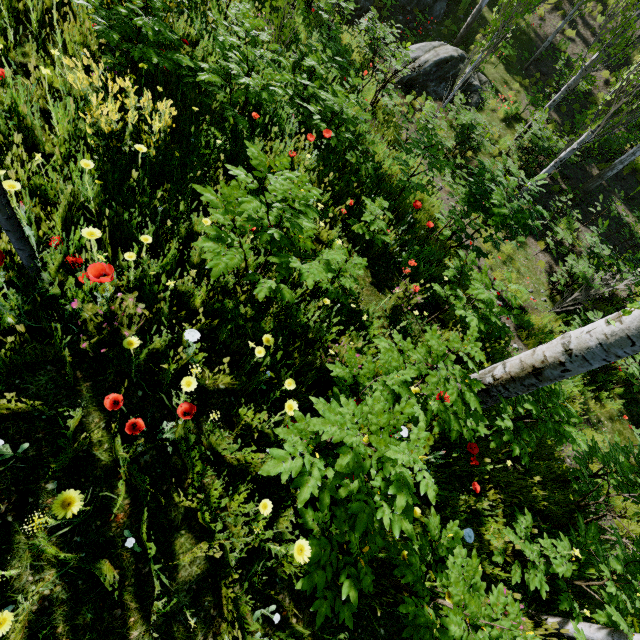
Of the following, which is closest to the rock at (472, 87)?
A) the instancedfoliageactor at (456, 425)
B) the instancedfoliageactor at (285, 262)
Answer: the instancedfoliageactor at (456, 425)

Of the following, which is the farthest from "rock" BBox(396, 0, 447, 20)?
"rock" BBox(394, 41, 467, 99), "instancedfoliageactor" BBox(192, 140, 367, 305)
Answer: "instancedfoliageactor" BBox(192, 140, 367, 305)

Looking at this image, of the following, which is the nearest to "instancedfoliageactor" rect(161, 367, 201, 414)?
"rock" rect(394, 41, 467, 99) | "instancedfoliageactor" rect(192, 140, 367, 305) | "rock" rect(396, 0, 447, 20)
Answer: "instancedfoliageactor" rect(192, 140, 367, 305)

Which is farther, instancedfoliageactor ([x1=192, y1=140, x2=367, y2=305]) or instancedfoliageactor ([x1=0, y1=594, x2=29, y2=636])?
instancedfoliageactor ([x1=192, y1=140, x2=367, y2=305])

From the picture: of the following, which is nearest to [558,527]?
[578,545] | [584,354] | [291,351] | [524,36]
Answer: [578,545]

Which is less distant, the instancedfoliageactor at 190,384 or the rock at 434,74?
the instancedfoliageactor at 190,384

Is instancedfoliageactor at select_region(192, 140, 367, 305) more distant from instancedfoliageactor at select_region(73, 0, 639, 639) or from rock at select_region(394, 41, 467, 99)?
rock at select_region(394, 41, 467, 99)

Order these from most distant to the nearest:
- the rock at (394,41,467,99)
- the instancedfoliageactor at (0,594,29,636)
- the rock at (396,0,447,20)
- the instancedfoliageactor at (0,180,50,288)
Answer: the rock at (396,0,447,20), the rock at (394,41,467,99), the instancedfoliageactor at (0,180,50,288), the instancedfoliageactor at (0,594,29,636)
